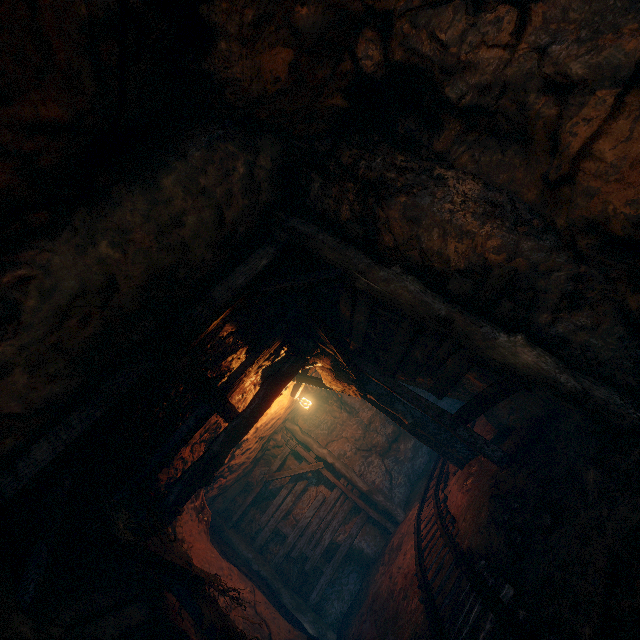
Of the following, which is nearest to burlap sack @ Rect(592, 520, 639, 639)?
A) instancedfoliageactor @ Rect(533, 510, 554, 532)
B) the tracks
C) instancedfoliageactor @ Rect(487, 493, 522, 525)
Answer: the tracks

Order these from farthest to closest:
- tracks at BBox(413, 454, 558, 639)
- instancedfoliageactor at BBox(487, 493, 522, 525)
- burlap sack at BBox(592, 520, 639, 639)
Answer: instancedfoliageactor at BBox(487, 493, 522, 525) → tracks at BBox(413, 454, 558, 639) → burlap sack at BBox(592, 520, 639, 639)

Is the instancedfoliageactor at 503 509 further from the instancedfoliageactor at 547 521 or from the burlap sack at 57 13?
the burlap sack at 57 13

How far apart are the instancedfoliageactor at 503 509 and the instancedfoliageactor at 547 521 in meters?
0.5 m

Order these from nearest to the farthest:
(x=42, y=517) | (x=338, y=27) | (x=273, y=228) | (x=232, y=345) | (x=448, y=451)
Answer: (x=338, y=27) → (x=42, y=517) → (x=273, y=228) → (x=232, y=345) → (x=448, y=451)

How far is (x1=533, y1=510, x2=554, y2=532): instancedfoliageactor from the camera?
3.1 meters

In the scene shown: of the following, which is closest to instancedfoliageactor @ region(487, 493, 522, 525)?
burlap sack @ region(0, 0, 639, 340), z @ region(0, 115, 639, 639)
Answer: z @ region(0, 115, 639, 639)

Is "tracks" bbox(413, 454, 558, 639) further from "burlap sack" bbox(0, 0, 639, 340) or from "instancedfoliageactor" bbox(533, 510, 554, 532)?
"instancedfoliageactor" bbox(533, 510, 554, 532)
